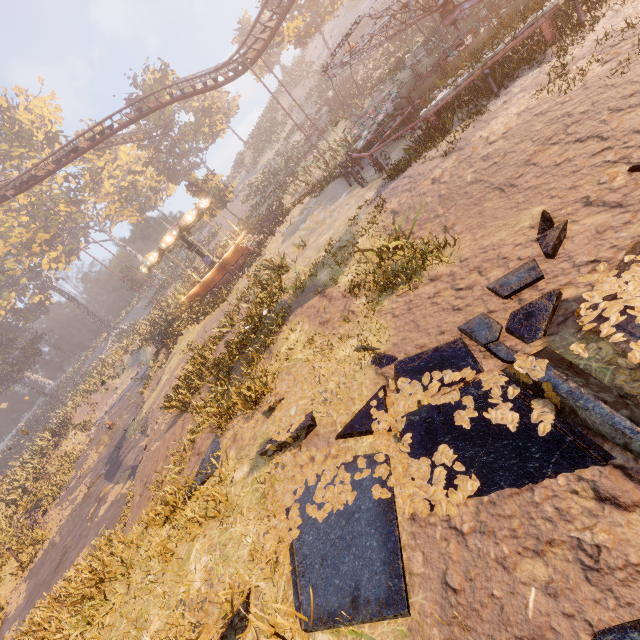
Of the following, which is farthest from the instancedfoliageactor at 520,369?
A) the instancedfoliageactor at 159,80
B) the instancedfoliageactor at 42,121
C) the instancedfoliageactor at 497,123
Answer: the instancedfoliageactor at 42,121

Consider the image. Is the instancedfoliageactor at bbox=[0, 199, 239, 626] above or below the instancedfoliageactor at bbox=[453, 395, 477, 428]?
above

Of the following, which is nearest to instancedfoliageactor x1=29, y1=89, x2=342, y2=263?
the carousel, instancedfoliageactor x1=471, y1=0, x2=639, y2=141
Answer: the carousel

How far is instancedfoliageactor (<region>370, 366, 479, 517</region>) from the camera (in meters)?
3.12

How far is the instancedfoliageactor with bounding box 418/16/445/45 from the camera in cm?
2224

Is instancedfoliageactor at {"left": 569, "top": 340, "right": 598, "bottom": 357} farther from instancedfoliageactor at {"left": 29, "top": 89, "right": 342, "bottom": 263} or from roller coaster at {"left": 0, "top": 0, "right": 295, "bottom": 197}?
roller coaster at {"left": 0, "top": 0, "right": 295, "bottom": 197}

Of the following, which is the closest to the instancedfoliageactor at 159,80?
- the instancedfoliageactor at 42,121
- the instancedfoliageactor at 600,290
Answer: the instancedfoliageactor at 42,121

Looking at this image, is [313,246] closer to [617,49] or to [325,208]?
[325,208]
